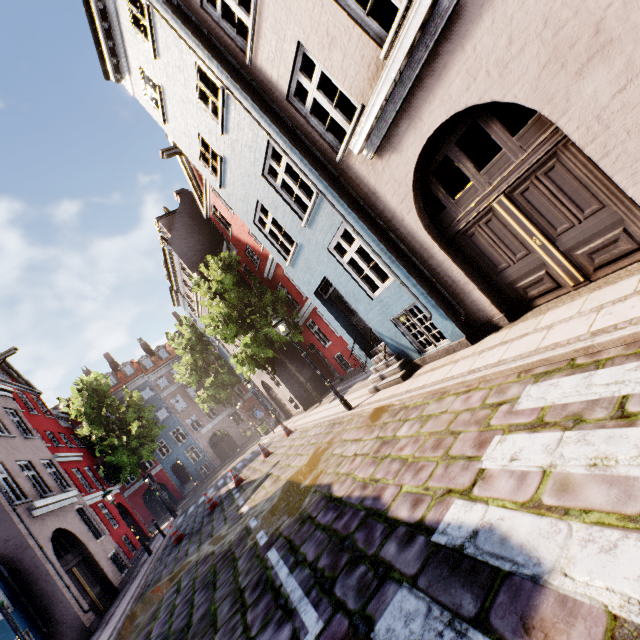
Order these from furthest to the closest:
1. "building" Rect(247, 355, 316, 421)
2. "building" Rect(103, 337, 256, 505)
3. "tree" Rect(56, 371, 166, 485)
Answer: "building" Rect(103, 337, 256, 505) → "tree" Rect(56, 371, 166, 485) → "building" Rect(247, 355, 316, 421)

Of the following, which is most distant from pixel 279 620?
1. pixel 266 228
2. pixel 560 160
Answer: pixel 266 228

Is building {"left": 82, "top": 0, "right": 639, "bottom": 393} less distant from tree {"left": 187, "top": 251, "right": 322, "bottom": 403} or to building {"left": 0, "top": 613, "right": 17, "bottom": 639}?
tree {"left": 187, "top": 251, "right": 322, "bottom": 403}

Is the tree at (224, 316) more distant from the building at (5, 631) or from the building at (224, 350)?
the building at (5, 631)

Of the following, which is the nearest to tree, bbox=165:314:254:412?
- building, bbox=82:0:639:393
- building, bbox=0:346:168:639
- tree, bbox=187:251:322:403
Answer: building, bbox=82:0:639:393

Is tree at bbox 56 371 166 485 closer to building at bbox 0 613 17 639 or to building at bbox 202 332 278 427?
building at bbox 0 613 17 639

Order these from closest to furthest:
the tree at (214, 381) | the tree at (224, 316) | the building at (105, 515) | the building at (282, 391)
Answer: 1. the building at (105, 515)
2. the tree at (224, 316)
3. the building at (282, 391)
4. the tree at (214, 381)
